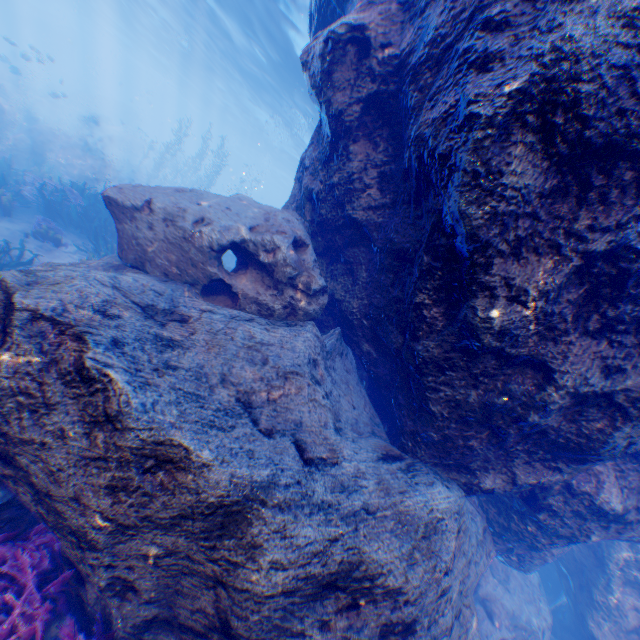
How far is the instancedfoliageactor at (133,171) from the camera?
25.4 meters

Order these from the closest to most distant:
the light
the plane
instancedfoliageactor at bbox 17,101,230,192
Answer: the light
the plane
instancedfoliageactor at bbox 17,101,230,192

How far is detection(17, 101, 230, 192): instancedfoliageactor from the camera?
25.4 meters

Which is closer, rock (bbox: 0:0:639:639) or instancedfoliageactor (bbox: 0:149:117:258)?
rock (bbox: 0:0:639:639)

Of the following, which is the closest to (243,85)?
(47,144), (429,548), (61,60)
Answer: (47,144)

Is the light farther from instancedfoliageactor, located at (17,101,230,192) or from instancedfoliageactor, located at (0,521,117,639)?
instancedfoliageactor, located at (17,101,230,192)

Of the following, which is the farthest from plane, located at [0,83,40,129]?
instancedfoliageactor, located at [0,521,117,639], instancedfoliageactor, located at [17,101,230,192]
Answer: instancedfoliageactor, located at [0,521,117,639]

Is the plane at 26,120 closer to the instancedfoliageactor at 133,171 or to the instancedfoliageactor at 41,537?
the instancedfoliageactor at 133,171
